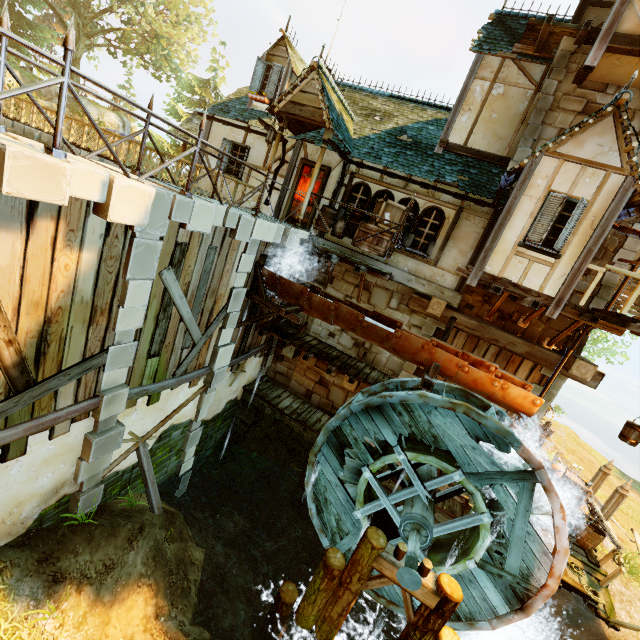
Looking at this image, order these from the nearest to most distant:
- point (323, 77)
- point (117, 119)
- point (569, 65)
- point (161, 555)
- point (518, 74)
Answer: point (161, 555)
point (569, 65)
point (323, 77)
point (518, 74)
point (117, 119)

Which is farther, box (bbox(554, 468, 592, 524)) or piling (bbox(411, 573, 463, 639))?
box (bbox(554, 468, 592, 524))

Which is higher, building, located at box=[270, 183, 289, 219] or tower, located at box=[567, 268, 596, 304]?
tower, located at box=[567, 268, 596, 304]

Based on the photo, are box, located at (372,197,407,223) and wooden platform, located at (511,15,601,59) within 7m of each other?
yes

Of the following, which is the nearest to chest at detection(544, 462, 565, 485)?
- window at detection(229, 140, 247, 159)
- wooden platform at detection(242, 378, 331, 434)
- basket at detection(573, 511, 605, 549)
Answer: basket at detection(573, 511, 605, 549)

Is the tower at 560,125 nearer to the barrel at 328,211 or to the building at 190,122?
the building at 190,122

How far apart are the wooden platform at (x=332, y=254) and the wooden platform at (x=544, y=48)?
7.1m

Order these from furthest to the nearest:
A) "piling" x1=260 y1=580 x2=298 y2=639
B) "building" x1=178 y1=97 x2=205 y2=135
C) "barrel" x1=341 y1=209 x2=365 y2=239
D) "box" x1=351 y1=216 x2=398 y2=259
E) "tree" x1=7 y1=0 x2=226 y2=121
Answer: "tree" x1=7 y1=0 x2=226 y2=121
"building" x1=178 y1=97 x2=205 y2=135
"barrel" x1=341 y1=209 x2=365 y2=239
"box" x1=351 y1=216 x2=398 y2=259
"piling" x1=260 y1=580 x2=298 y2=639
